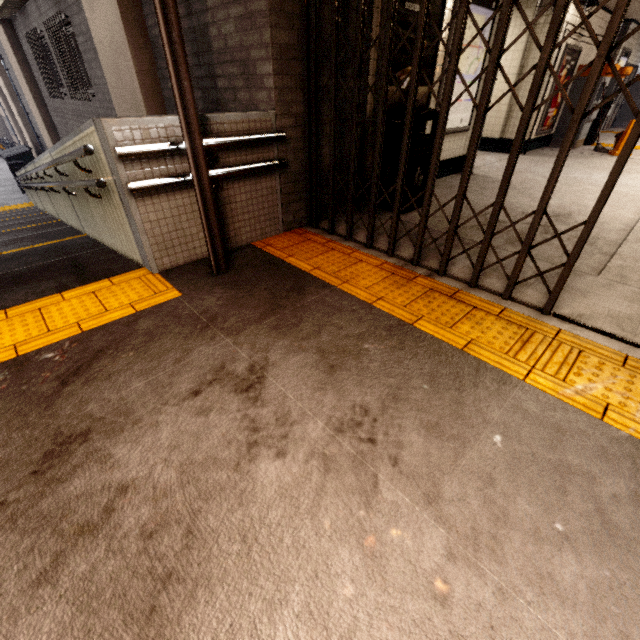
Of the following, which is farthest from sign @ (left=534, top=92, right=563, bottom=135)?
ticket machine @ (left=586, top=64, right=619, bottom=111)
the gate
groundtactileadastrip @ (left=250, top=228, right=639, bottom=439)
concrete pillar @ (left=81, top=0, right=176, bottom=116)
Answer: the gate

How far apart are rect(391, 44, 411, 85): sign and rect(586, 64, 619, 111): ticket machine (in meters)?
6.96

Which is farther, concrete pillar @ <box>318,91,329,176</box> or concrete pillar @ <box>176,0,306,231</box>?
concrete pillar @ <box>318,91,329,176</box>

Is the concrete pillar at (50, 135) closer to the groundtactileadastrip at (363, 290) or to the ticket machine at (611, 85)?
the groundtactileadastrip at (363, 290)

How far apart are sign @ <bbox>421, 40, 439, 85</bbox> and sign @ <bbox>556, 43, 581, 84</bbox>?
5.33m

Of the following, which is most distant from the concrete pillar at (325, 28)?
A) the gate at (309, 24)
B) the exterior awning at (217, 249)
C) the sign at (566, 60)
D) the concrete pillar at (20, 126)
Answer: the concrete pillar at (20, 126)

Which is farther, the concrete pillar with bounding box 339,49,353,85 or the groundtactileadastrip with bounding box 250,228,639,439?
the concrete pillar with bounding box 339,49,353,85

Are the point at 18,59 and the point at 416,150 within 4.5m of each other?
no
